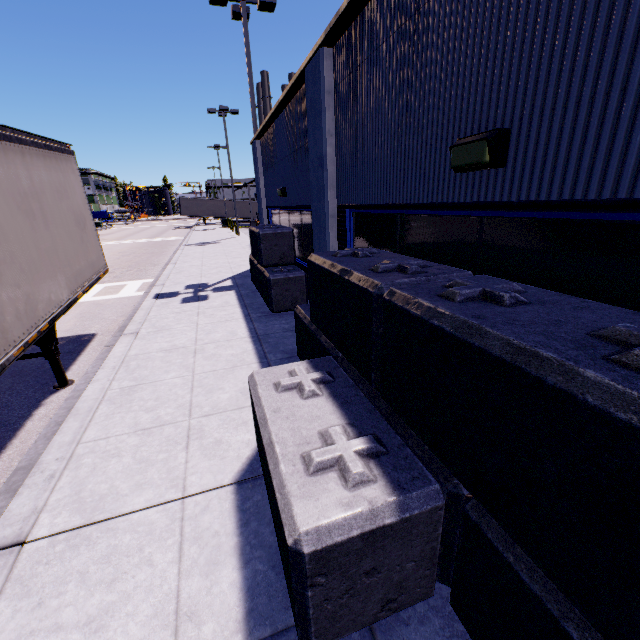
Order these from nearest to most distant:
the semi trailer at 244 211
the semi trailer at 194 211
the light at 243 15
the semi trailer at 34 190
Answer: the semi trailer at 34 190 → the light at 243 15 → the semi trailer at 194 211 → the semi trailer at 244 211

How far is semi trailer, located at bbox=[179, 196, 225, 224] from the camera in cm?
4855

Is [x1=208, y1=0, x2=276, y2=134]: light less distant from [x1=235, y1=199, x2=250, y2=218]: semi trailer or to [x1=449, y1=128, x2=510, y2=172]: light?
[x1=235, y1=199, x2=250, y2=218]: semi trailer

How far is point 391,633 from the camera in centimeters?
213cm

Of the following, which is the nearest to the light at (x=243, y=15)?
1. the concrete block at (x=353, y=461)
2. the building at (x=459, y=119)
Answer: the building at (x=459, y=119)

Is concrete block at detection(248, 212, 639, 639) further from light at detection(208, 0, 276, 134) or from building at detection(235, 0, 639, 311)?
light at detection(208, 0, 276, 134)

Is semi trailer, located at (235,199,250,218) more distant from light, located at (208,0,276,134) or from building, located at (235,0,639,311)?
light, located at (208,0,276,134)

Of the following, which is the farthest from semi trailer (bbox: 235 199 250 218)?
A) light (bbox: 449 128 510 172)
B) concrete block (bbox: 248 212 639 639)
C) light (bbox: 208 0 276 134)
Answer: light (bbox: 208 0 276 134)
